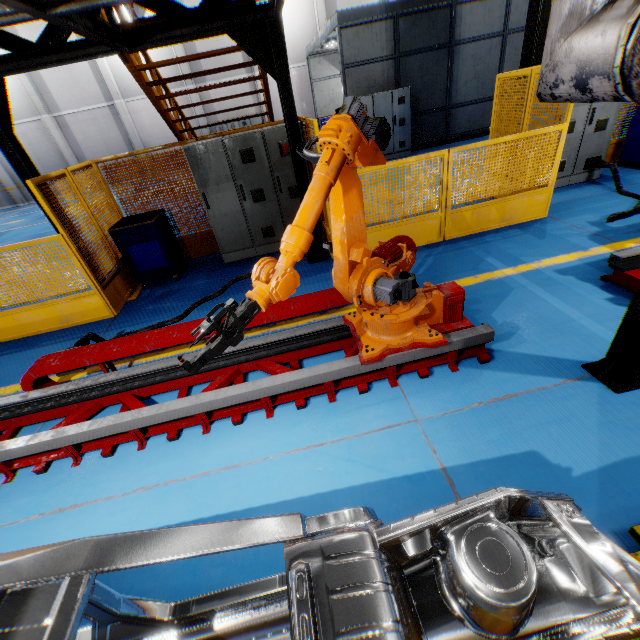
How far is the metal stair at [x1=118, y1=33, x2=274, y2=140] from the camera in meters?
5.2

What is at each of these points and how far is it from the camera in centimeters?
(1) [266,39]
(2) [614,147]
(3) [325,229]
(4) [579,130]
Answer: (1) metal pole, 428cm
(2) metal panel, 750cm
(3) metal panel, 622cm
(4) cabinet, 639cm

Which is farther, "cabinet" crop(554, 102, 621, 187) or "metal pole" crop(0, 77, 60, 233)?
"cabinet" crop(554, 102, 621, 187)

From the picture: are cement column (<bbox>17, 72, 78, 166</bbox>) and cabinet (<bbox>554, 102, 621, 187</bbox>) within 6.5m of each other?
no

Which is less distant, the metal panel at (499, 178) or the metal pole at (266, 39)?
the metal pole at (266, 39)

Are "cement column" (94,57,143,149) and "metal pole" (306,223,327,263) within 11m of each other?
no

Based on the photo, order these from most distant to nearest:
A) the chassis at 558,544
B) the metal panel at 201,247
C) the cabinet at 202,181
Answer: the cabinet at 202,181 < the metal panel at 201,247 < the chassis at 558,544

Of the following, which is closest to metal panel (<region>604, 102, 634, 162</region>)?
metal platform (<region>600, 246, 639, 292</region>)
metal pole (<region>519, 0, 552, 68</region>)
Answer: metal pole (<region>519, 0, 552, 68</region>)
